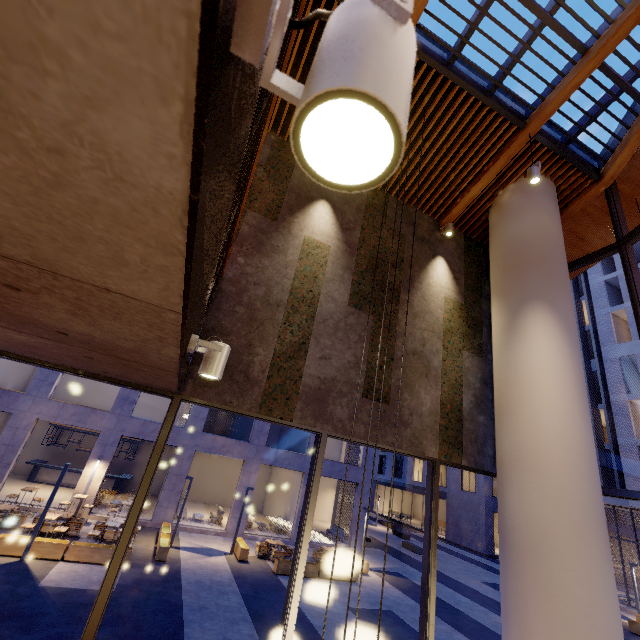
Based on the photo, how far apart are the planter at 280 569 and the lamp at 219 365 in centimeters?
1549cm

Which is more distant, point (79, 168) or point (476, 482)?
point (476, 482)

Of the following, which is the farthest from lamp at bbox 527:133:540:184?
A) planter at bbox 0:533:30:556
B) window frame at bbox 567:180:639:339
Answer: planter at bbox 0:533:30:556

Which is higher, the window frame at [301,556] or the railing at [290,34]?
the railing at [290,34]

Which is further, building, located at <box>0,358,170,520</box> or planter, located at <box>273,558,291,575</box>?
building, located at <box>0,358,170,520</box>

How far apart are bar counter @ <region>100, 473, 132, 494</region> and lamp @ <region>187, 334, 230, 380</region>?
25.3 meters

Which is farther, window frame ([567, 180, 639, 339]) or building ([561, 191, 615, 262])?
building ([561, 191, 615, 262])

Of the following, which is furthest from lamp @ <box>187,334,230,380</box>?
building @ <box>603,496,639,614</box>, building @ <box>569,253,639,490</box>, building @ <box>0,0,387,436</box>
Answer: building @ <box>603,496,639,614</box>
